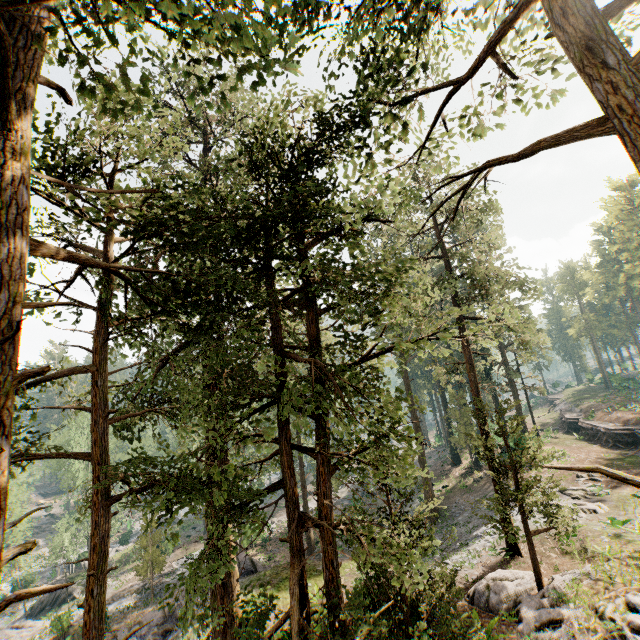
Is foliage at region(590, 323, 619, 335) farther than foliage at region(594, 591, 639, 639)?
Yes

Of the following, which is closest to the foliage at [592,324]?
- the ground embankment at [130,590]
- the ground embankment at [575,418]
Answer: the ground embankment at [130,590]

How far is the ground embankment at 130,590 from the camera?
29.34m

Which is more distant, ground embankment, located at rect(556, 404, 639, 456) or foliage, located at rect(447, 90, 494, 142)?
ground embankment, located at rect(556, 404, 639, 456)

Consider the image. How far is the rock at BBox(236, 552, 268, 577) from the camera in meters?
21.0

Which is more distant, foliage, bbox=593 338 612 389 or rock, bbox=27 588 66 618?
foliage, bbox=593 338 612 389

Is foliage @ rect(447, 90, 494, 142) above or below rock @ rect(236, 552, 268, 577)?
above

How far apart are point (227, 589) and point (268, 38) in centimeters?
1835cm
